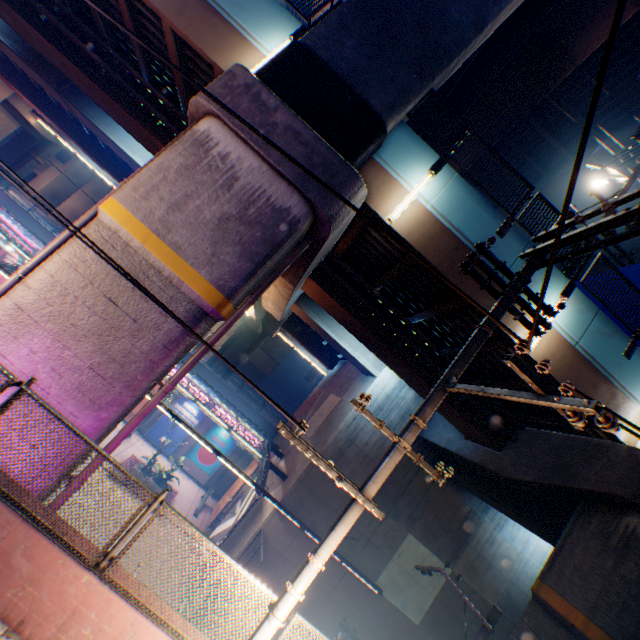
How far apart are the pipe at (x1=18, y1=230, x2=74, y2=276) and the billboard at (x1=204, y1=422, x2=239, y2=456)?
21.3 meters

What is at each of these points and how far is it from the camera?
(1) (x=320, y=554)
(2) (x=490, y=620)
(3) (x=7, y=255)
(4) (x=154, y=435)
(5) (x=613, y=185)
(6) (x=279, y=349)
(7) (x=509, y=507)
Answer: (1) electric pole, 4.2 meters
(2) electric pole, 7.3 meters
(3) billboard, 25.1 meters
(4) billboard, 25.3 meters
(5) overpass support, 17.7 meters
(6) building, 48.5 meters
(7) overpass support, 11.6 meters

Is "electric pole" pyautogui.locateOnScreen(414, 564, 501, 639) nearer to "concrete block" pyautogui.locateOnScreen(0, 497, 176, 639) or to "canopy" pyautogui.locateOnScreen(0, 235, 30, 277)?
"concrete block" pyautogui.locateOnScreen(0, 497, 176, 639)

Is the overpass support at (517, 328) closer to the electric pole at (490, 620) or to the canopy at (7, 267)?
the electric pole at (490, 620)

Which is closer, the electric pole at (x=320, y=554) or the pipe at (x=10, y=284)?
the electric pole at (x=320, y=554)

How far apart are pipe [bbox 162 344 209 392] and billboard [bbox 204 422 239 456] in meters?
20.3

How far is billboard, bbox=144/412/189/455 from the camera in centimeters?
2533cm

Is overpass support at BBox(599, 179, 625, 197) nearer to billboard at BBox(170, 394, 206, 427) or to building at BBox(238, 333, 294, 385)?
billboard at BBox(170, 394, 206, 427)
